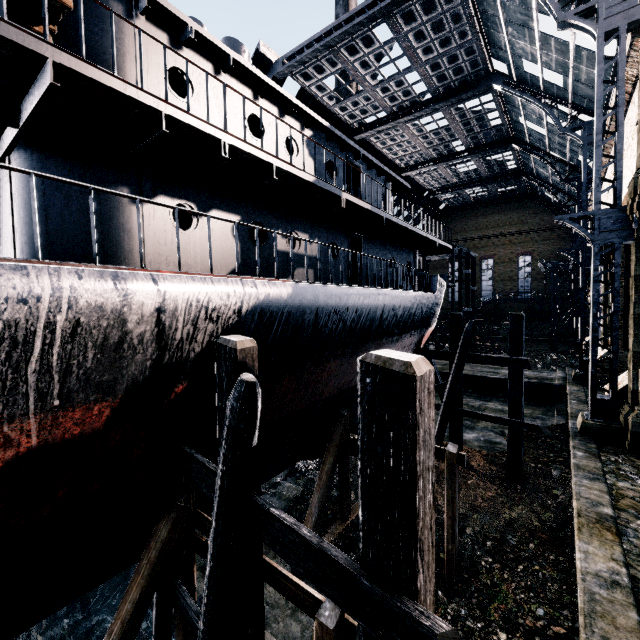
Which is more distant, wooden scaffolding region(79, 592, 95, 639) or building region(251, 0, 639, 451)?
building region(251, 0, 639, 451)

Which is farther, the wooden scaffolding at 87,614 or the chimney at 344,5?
the chimney at 344,5

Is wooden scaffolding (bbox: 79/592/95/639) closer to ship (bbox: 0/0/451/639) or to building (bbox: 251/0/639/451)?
ship (bbox: 0/0/451/639)

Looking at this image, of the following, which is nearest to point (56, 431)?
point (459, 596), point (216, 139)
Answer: point (216, 139)

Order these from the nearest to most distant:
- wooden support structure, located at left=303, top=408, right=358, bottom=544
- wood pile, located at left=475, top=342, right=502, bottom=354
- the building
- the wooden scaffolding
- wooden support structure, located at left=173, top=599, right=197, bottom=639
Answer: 1. wooden support structure, located at left=173, top=599, right=197, bottom=639
2. wooden support structure, located at left=303, top=408, right=358, bottom=544
3. the wooden scaffolding
4. the building
5. wood pile, located at left=475, top=342, right=502, bottom=354

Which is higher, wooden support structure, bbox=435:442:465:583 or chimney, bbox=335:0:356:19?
chimney, bbox=335:0:356:19

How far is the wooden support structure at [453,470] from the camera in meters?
9.2

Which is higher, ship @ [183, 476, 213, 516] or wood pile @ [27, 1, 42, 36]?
wood pile @ [27, 1, 42, 36]
